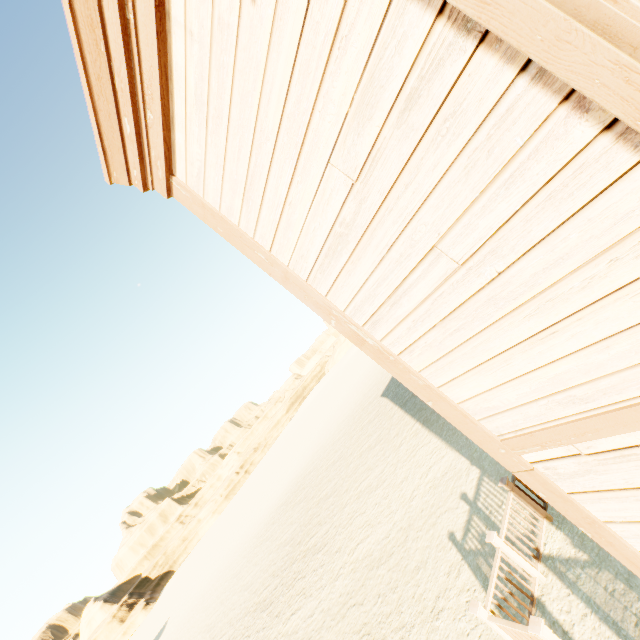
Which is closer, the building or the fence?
the building

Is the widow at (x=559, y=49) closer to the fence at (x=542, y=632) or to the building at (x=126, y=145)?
the building at (x=126, y=145)

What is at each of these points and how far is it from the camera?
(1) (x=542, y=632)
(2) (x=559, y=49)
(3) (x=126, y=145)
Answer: (1) fence, 3.7m
(2) widow, 0.9m
(3) building, 2.2m

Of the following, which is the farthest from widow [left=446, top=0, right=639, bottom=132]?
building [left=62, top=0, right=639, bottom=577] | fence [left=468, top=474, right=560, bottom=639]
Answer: fence [left=468, top=474, right=560, bottom=639]

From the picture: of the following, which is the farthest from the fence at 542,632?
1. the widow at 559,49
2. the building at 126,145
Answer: the widow at 559,49

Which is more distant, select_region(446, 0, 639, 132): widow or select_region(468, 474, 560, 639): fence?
select_region(468, 474, 560, 639): fence

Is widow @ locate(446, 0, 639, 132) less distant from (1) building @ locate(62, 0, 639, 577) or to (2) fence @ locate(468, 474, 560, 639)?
(1) building @ locate(62, 0, 639, 577)

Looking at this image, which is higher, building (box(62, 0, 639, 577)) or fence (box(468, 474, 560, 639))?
building (box(62, 0, 639, 577))
